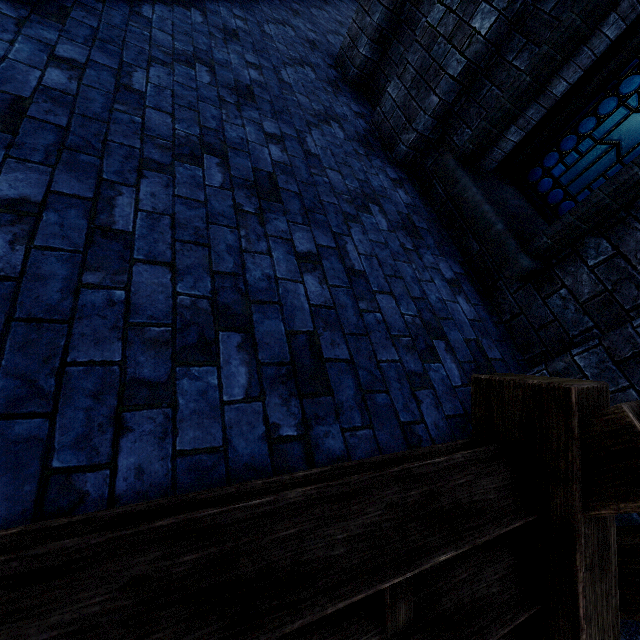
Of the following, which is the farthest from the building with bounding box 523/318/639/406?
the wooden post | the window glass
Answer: the window glass

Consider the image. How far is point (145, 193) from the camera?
1.8m

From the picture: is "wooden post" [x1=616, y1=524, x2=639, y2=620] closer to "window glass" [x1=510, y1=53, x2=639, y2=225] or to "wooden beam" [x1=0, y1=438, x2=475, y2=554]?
"wooden beam" [x1=0, y1=438, x2=475, y2=554]

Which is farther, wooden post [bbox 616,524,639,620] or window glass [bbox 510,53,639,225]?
window glass [bbox 510,53,639,225]

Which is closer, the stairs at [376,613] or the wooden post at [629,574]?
the stairs at [376,613]

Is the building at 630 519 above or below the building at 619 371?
below

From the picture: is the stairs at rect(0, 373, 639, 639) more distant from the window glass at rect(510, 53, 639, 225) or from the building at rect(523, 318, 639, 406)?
the window glass at rect(510, 53, 639, 225)

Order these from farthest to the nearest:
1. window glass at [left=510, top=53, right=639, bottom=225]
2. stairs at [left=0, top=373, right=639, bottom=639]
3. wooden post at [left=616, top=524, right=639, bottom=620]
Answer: window glass at [left=510, top=53, right=639, bottom=225] → wooden post at [left=616, top=524, right=639, bottom=620] → stairs at [left=0, top=373, right=639, bottom=639]
